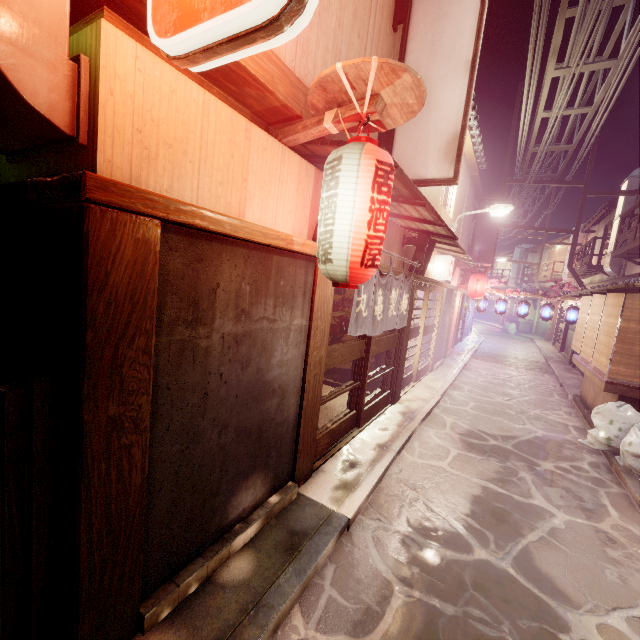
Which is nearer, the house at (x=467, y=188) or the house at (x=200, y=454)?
the house at (x=200, y=454)

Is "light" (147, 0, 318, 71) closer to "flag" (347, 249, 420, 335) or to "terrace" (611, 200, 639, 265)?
"flag" (347, 249, 420, 335)

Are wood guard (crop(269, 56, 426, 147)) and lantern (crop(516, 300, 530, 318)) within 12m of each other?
no

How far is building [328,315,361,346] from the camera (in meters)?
14.47

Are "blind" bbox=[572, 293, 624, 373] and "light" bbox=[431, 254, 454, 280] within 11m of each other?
yes

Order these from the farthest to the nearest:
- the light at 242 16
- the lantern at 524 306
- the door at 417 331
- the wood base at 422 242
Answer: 1. the lantern at 524 306
2. the door at 417 331
3. the wood base at 422 242
4. the light at 242 16

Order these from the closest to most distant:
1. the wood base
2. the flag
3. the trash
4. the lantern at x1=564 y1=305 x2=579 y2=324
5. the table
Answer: the flag, the trash, the table, the wood base, the lantern at x1=564 y1=305 x2=579 y2=324

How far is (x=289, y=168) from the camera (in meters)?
5.97
